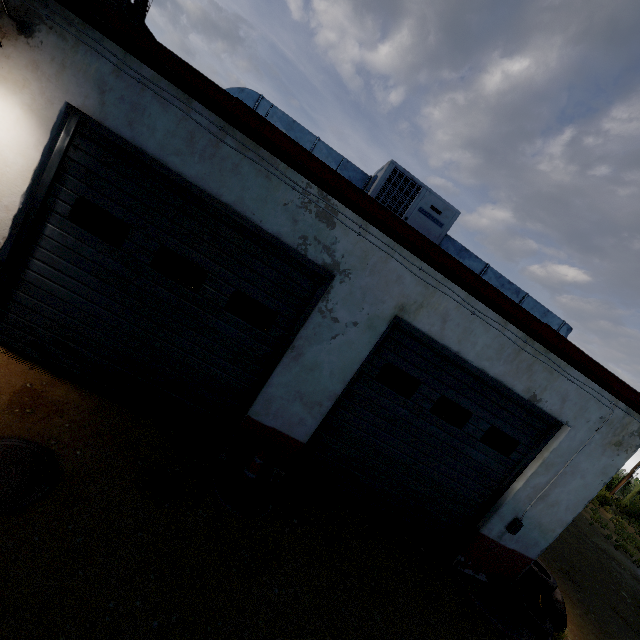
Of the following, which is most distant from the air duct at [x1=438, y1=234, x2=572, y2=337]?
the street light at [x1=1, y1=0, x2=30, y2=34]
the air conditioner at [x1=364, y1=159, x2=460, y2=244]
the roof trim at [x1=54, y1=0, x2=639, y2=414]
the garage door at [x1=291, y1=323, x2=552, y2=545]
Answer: the street light at [x1=1, y1=0, x2=30, y2=34]

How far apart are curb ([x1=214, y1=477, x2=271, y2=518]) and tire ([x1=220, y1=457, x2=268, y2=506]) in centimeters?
1cm

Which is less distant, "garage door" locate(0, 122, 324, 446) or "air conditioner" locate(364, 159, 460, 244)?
"garage door" locate(0, 122, 324, 446)

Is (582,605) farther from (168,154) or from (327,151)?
(168,154)

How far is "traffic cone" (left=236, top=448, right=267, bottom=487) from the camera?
4.38m

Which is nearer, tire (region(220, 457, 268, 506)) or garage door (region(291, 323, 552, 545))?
tire (region(220, 457, 268, 506))

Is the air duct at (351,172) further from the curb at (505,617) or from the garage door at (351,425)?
the curb at (505,617)

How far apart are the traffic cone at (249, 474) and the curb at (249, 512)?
0.2 meters
